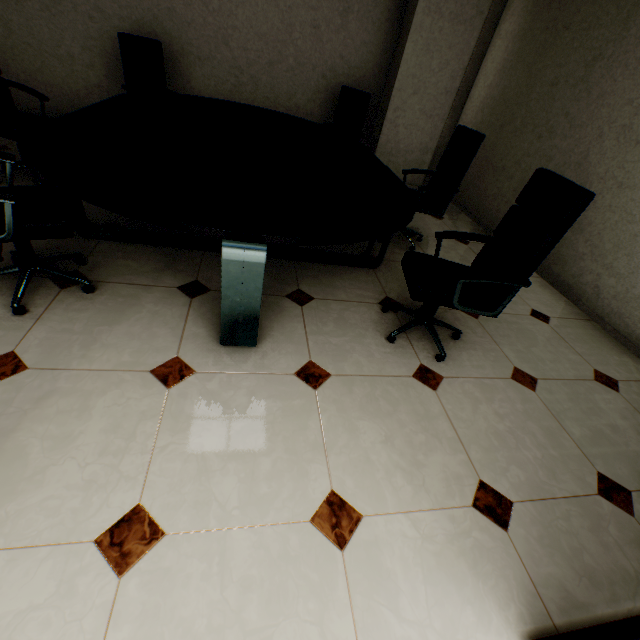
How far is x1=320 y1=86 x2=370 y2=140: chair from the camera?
4.4m

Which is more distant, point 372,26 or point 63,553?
point 372,26

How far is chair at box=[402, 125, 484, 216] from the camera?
3.0m

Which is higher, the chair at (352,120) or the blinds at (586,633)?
the chair at (352,120)

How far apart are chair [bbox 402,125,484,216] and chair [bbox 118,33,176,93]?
2.74m

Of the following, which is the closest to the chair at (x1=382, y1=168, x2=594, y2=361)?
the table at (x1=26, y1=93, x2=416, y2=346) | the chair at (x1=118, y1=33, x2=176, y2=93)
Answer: the table at (x1=26, y1=93, x2=416, y2=346)

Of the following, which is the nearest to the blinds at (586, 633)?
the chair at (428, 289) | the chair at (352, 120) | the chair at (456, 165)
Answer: the chair at (428, 289)

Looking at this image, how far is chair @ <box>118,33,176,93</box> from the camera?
3.6 meters
